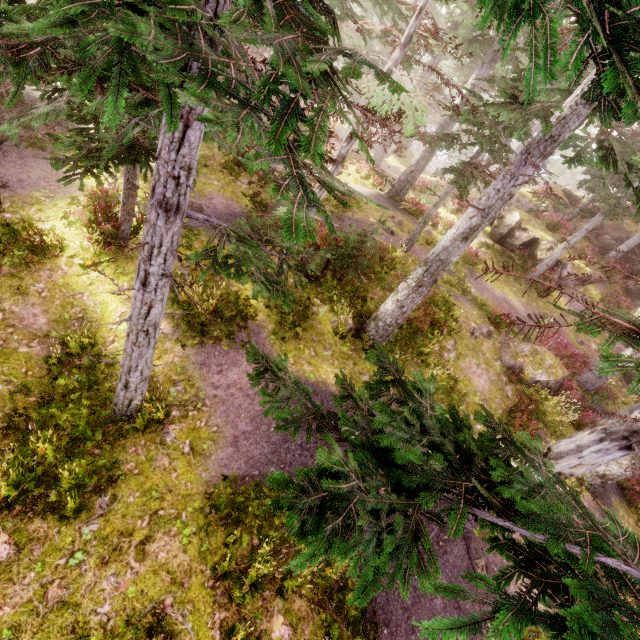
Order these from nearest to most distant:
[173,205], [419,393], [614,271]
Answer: [419,393] < [173,205] < [614,271]

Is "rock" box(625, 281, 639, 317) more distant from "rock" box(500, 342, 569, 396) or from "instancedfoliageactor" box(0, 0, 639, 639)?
"rock" box(500, 342, 569, 396)

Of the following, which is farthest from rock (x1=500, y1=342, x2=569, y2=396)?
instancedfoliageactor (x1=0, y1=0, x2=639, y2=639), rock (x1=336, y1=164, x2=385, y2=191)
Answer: rock (x1=336, y1=164, x2=385, y2=191)

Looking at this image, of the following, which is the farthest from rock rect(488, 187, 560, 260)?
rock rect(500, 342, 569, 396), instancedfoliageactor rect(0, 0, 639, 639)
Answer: rock rect(500, 342, 569, 396)

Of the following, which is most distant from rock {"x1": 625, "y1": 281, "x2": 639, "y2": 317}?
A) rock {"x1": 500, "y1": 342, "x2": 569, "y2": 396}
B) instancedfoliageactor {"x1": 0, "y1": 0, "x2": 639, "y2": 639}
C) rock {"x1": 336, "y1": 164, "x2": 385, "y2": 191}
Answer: rock {"x1": 336, "y1": 164, "x2": 385, "y2": 191}

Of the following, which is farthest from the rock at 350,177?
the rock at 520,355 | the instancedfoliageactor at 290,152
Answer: the rock at 520,355

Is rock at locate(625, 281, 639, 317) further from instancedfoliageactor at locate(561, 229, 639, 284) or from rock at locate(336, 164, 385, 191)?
rock at locate(336, 164, 385, 191)

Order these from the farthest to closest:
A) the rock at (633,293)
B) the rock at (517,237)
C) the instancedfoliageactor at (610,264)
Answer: the rock at (633,293) < the rock at (517,237) < the instancedfoliageactor at (610,264)
